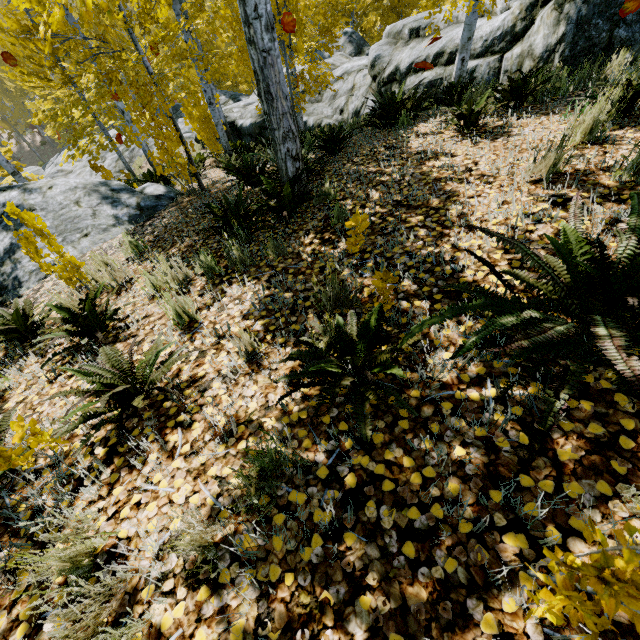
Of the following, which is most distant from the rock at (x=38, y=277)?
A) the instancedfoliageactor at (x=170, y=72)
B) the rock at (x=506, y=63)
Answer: the rock at (x=506, y=63)

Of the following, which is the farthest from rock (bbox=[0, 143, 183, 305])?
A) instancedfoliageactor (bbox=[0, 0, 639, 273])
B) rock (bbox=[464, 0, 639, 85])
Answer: rock (bbox=[464, 0, 639, 85])

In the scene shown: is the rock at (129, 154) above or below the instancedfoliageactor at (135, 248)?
below

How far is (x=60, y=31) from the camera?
11.2m

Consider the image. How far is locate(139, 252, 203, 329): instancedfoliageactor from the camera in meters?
2.8

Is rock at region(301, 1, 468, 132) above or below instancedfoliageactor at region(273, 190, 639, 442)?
below

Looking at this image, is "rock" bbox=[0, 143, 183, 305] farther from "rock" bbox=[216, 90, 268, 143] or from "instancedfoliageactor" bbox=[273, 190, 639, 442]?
"rock" bbox=[216, 90, 268, 143]
